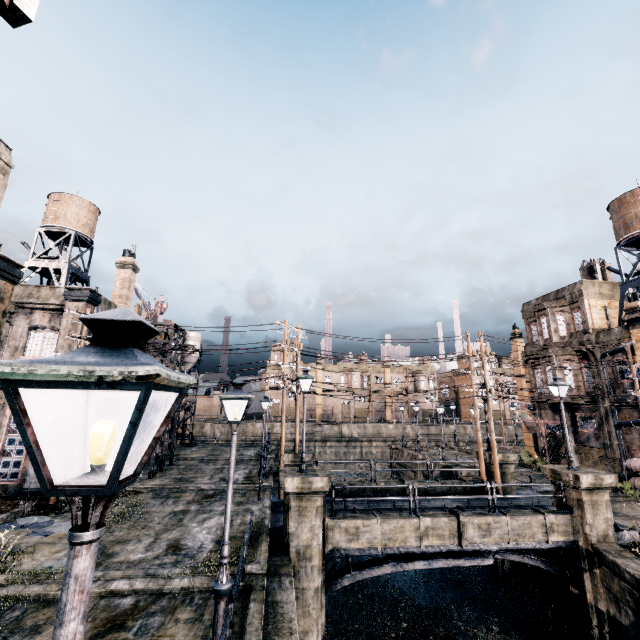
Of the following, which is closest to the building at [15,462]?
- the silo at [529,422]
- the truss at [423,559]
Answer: the truss at [423,559]

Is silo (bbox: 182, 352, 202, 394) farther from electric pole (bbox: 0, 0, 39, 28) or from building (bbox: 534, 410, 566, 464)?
electric pole (bbox: 0, 0, 39, 28)

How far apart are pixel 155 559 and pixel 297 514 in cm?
510

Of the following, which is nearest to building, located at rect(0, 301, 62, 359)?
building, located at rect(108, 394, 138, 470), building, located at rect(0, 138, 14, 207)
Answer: building, located at rect(108, 394, 138, 470)

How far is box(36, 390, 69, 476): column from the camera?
17.5 meters

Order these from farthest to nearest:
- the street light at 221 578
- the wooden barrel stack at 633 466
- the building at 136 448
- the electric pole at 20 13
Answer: the building at 136 448, the wooden barrel stack at 633 466, the street light at 221 578, the electric pole at 20 13

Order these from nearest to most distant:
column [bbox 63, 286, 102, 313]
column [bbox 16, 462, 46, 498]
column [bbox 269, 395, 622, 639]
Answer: column [bbox 269, 395, 622, 639] < column [bbox 16, 462, 46, 498] < column [bbox 63, 286, 102, 313]

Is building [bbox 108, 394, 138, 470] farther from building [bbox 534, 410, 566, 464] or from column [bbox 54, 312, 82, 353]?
building [bbox 534, 410, 566, 464]
